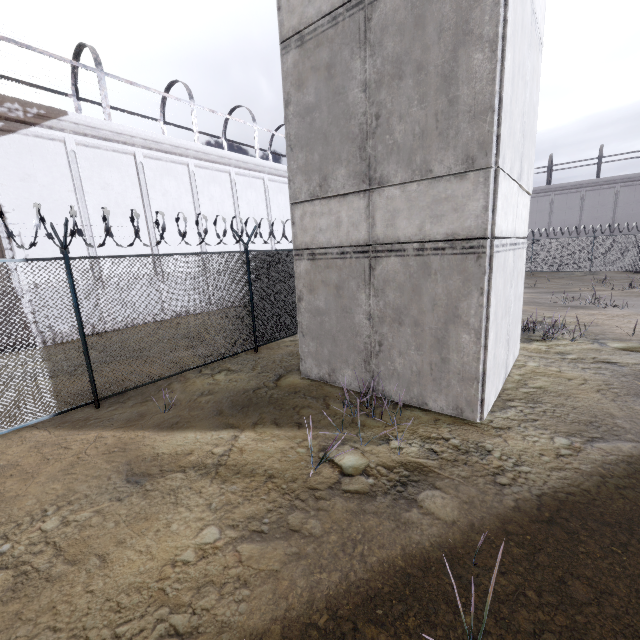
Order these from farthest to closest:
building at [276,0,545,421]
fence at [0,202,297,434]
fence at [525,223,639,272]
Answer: fence at [525,223,639,272] → fence at [0,202,297,434] → building at [276,0,545,421]

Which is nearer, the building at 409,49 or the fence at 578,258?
the building at 409,49

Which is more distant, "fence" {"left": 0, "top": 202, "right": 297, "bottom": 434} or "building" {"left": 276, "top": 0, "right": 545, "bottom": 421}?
"fence" {"left": 0, "top": 202, "right": 297, "bottom": 434}

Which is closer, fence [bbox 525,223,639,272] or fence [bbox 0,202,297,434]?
fence [bbox 0,202,297,434]

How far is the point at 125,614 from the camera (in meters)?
2.73

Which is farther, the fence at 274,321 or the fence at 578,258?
the fence at 578,258
